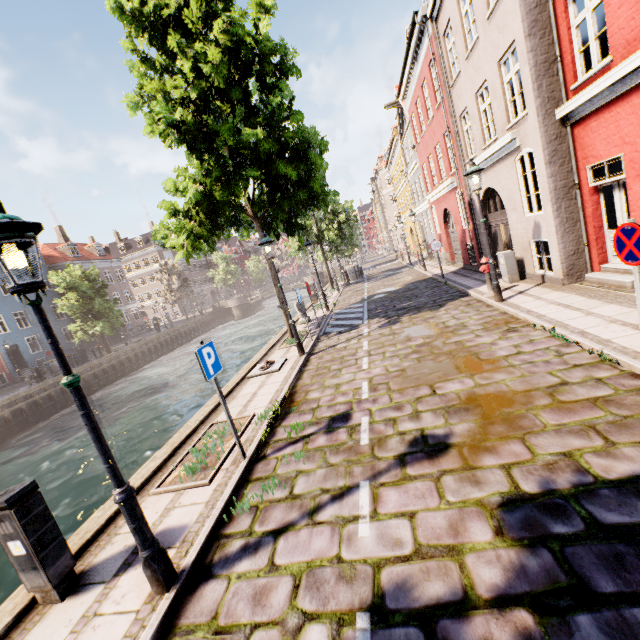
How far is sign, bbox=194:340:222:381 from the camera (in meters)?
4.50

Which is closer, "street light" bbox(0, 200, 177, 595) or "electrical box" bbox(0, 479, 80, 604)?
"street light" bbox(0, 200, 177, 595)

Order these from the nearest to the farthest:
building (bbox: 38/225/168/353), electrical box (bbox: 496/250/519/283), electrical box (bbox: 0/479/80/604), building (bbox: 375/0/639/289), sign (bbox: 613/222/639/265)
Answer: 1. electrical box (bbox: 0/479/80/604)
2. sign (bbox: 613/222/639/265)
3. building (bbox: 375/0/639/289)
4. electrical box (bbox: 496/250/519/283)
5. building (bbox: 38/225/168/353)

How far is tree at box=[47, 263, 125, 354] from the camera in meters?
27.4 m

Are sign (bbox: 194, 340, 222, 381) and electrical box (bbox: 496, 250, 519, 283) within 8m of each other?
no

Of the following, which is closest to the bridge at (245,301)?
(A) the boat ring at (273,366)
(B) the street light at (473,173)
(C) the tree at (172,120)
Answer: (C) the tree at (172,120)

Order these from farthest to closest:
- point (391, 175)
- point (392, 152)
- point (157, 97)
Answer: point (391, 175), point (392, 152), point (157, 97)

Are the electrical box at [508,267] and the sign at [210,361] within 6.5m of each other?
no
